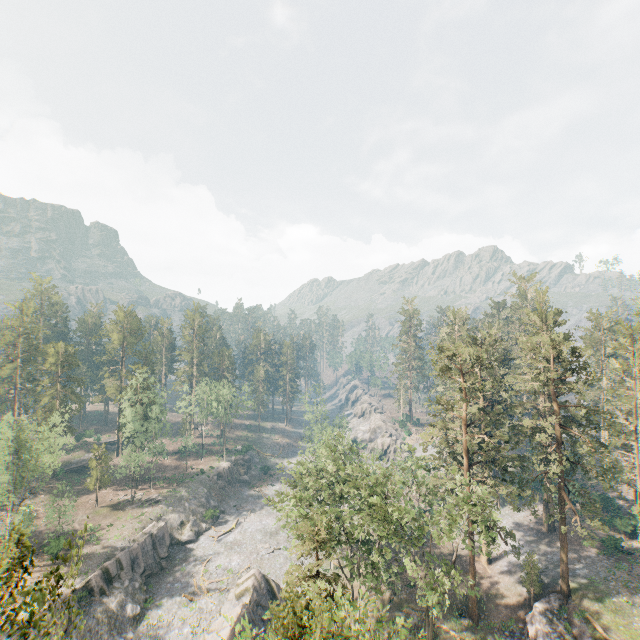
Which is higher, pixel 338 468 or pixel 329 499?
pixel 338 468

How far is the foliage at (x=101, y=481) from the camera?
53.9m

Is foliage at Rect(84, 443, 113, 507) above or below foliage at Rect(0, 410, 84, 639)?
below

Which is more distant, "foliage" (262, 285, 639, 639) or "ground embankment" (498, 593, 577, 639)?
"ground embankment" (498, 593, 577, 639)

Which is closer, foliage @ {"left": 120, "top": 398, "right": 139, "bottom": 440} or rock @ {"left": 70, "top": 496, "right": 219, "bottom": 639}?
rock @ {"left": 70, "top": 496, "right": 219, "bottom": 639}

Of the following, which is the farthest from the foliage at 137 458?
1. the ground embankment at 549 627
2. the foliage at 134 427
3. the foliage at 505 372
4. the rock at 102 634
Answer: the ground embankment at 549 627

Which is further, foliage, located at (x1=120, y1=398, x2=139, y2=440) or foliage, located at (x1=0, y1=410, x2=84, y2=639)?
foliage, located at (x1=120, y1=398, x2=139, y2=440)

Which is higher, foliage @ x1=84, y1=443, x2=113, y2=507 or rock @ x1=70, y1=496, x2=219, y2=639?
foliage @ x1=84, y1=443, x2=113, y2=507
